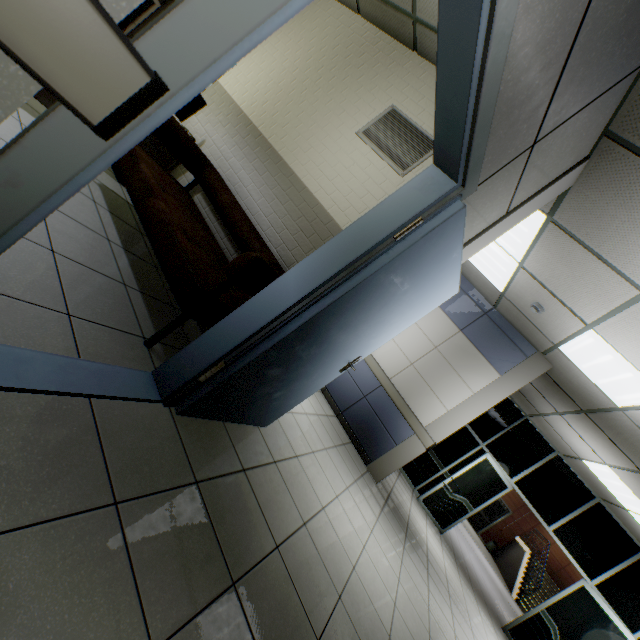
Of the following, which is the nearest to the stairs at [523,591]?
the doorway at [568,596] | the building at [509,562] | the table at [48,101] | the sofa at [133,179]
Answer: the building at [509,562]

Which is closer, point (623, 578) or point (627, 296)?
point (627, 296)

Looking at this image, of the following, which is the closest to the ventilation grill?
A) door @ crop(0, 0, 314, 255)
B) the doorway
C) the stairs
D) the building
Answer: door @ crop(0, 0, 314, 255)

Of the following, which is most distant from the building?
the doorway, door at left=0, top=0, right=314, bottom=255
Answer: door at left=0, top=0, right=314, bottom=255

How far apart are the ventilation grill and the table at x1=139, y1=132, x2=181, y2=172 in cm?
188

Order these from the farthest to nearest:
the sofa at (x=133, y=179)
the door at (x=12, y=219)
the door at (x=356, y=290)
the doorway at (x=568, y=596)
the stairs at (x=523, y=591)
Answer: the stairs at (x=523, y=591), the doorway at (x=568, y=596), the sofa at (x=133, y=179), the door at (x=356, y=290), the door at (x=12, y=219)

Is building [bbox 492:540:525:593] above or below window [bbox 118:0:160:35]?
below

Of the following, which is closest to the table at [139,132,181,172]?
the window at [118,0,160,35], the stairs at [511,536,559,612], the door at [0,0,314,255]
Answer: the window at [118,0,160,35]
